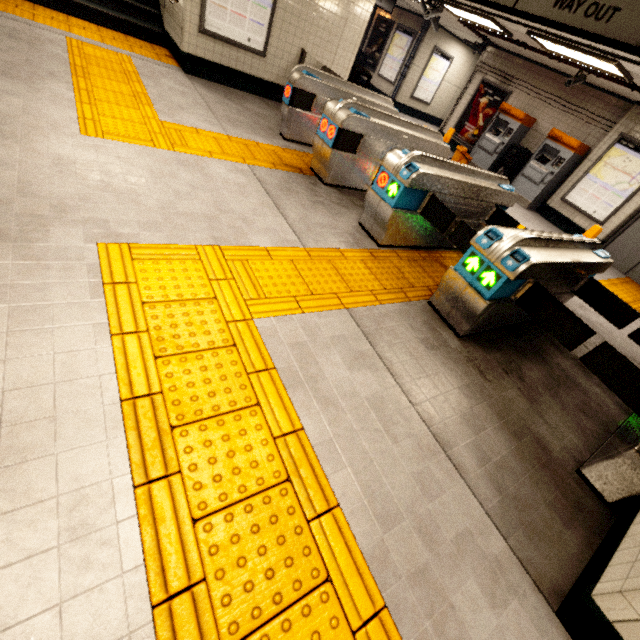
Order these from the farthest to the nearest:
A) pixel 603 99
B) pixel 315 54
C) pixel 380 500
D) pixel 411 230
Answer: pixel 603 99 < pixel 315 54 < pixel 411 230 < pixel 380 500

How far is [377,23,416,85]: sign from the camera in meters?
12.6 m

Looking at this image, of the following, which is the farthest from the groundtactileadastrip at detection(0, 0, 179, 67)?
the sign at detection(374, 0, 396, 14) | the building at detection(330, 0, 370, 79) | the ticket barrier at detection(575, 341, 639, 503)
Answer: the ticket barrier at detection(575, 341, 639, 503)

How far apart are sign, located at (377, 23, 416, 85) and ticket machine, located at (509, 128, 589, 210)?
7.3m

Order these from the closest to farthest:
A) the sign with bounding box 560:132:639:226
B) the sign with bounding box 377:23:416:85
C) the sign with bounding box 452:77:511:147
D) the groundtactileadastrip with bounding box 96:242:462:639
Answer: the groundtactileadastrip with bounding box 96:242:462:639 → the sign with bounding box 560:132:639:226 → the sign with bounding box 452:77:511:147 → the sign with bounding box 377:23:416:85

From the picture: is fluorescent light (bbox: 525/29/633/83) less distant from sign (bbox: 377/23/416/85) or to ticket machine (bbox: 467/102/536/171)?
ticket machine (bbox: 467/102/536/171)

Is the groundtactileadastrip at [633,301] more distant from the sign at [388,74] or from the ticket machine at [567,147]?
the sign at [388,74]

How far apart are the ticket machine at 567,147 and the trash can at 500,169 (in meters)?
0.13
